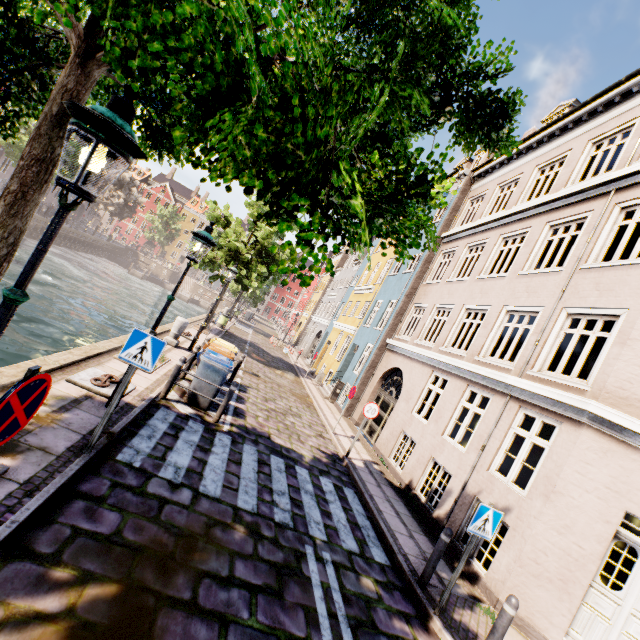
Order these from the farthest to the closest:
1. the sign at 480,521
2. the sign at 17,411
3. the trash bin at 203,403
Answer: the trash bin at 203,403 → the sign at 480,521 → the sign at 17,411

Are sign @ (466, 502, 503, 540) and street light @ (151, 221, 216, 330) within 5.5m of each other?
no

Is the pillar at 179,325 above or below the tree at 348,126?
below

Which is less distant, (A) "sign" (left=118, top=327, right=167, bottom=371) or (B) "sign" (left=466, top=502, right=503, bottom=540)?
(A) "sign" (left=118, top=327, right=167, bottom=371)

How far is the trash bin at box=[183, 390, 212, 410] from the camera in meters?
8.3 m

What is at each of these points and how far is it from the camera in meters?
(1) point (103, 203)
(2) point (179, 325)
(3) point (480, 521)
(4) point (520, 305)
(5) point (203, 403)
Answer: (1) tree, 43.6 m
(2) pillar, 12.1 m
(3) sign, 5.1 m
(4) building, 9.4 m
(5) trash bin, 8.3 m

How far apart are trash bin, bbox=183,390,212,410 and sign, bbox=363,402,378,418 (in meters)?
4.23

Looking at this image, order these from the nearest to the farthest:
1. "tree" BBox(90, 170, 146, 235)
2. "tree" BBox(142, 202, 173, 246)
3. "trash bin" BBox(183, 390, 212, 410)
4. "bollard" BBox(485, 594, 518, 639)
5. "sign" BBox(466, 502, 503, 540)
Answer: "bollard" BBox(485, 594, 518, 639) → "sign" BBox(466, 502, 503, 540) → "trash bin" BBox(183, 390, 212, 410) → "tree" BBox(90, 170, 146, 235) → "tree" BBox(142, 202, 173, 246)
